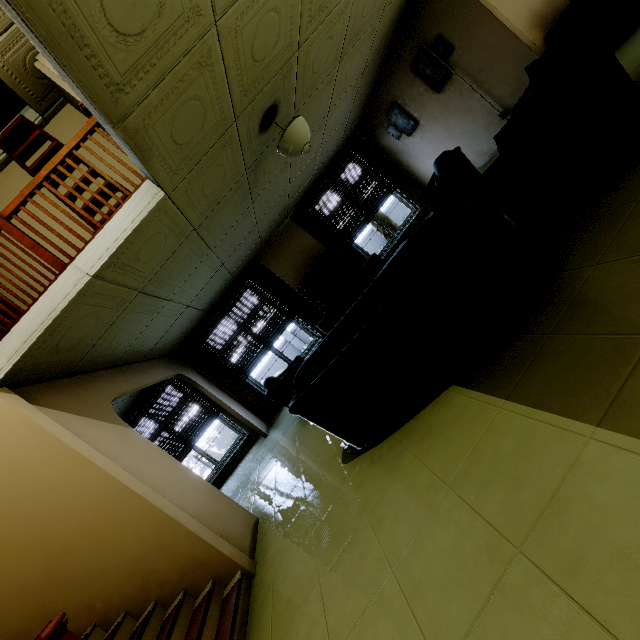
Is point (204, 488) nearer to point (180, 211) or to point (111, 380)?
point (111, 380)

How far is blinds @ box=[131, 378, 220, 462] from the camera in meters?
7.4 m

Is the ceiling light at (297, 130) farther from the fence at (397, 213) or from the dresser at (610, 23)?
the fence at (397, 213)

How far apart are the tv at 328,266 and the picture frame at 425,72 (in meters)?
3.60

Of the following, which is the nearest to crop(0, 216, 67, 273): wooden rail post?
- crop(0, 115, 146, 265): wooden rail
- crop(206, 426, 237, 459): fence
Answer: crop(0, 115, 146, 265): wooden rail

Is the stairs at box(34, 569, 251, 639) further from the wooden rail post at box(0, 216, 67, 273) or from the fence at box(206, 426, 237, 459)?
the fence at box(206, 426, 237, 459)

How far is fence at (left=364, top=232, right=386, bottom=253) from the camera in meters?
14.9 m

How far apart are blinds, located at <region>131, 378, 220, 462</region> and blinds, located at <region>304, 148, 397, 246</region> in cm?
512
